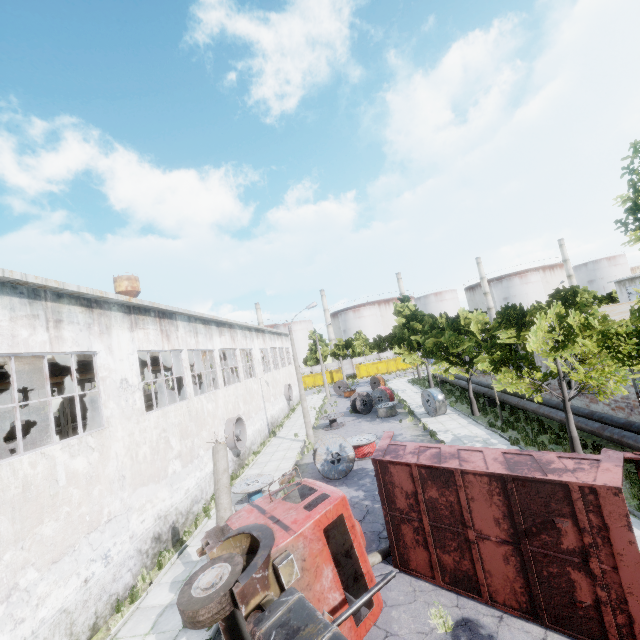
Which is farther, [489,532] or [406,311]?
[406,311]

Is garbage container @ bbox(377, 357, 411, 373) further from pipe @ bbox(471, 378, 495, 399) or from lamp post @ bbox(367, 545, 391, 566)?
lamp post @ bbox(367, 545, 391, 566)

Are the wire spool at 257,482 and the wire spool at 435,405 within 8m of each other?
no

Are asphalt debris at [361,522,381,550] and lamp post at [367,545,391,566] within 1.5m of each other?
yes

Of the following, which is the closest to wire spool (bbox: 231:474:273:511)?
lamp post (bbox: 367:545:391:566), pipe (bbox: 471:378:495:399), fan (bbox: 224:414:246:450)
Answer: fan (bbox: 224:414:246:450)

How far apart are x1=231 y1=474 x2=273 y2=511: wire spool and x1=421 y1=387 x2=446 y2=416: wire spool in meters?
13.3

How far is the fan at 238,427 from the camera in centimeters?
1955cm

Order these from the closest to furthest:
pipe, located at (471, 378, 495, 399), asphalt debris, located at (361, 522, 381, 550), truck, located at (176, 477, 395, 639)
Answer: truck, located at (176, 477, 395, 639) < asphalt debris, located at (361, 522, 381, 550) < pipe, located at (471, 378, 495, 399)
